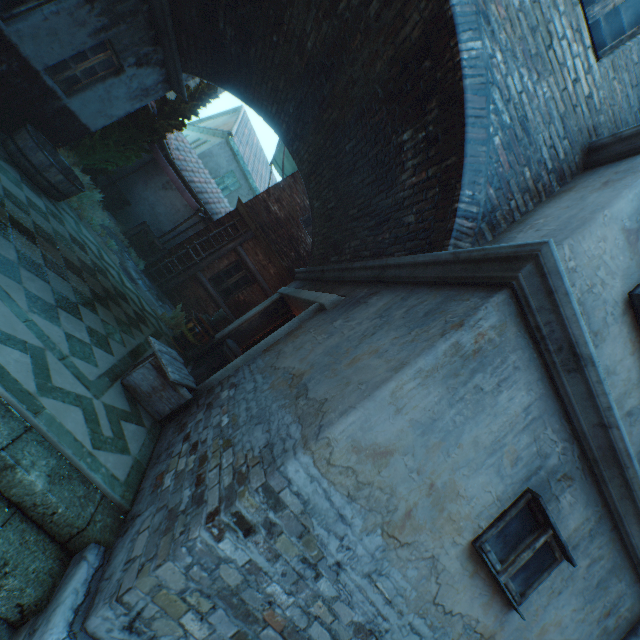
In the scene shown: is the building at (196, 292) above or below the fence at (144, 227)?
below

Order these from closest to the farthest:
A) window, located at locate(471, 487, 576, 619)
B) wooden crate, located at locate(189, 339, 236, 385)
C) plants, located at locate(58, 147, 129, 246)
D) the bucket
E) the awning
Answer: window, located at locate(471, 487, 576, 619)
wooden crate, located at locate(189, 339, 236, 385)
plants, located at locate(58, 147, 129, 246)
the bucket
the awning

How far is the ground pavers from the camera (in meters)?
8.42

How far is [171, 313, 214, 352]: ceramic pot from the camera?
7.9m

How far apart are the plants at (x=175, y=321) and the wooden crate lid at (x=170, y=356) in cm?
359

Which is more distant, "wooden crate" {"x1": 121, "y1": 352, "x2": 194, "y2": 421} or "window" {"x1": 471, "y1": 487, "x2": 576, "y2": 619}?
"wooden crate" {"x1": 121, "y1": 352, "x2": 194, "y2": 421}

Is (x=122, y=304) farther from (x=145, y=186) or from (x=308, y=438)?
(x=145, y=186)

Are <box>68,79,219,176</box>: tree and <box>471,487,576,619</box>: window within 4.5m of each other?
no
